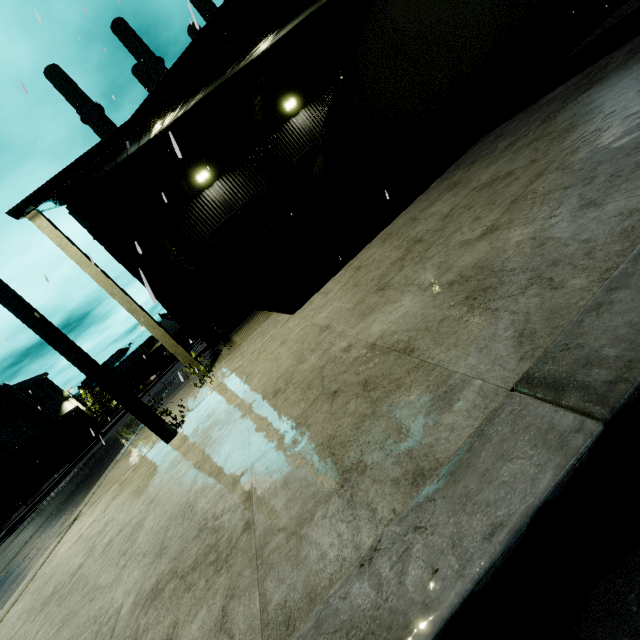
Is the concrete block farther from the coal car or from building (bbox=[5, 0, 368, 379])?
the coal car

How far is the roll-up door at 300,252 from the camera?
13.93m

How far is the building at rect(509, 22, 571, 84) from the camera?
16.64m

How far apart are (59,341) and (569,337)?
5.60m

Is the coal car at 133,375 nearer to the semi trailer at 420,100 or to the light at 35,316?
the semi trailer at 420,100

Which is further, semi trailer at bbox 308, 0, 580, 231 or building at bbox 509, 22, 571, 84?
building at bbox 509, 22, 571, 84

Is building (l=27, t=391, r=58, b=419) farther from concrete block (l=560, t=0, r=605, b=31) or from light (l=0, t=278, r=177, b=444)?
light (l=0, t=278, r=177, b=444)

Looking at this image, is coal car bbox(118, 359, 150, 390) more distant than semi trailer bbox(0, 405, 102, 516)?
Yes
